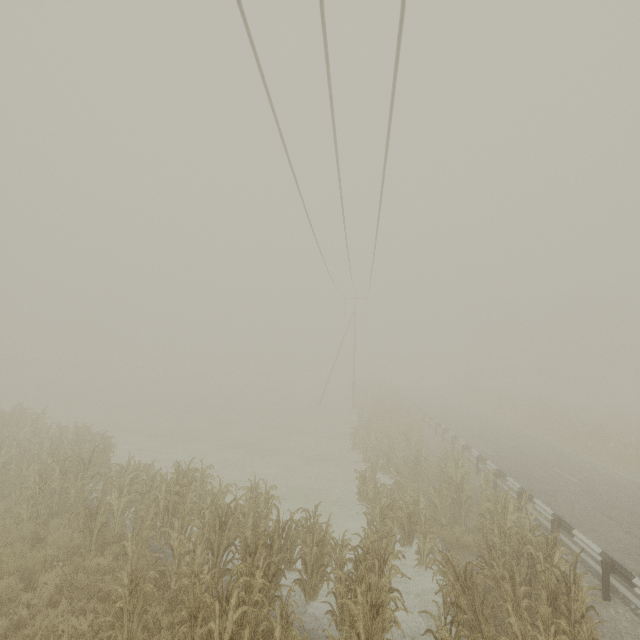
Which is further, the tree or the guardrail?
the guardrail

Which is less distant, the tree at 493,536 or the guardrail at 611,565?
the tree at 493,536

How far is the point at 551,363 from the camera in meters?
54.3 m
